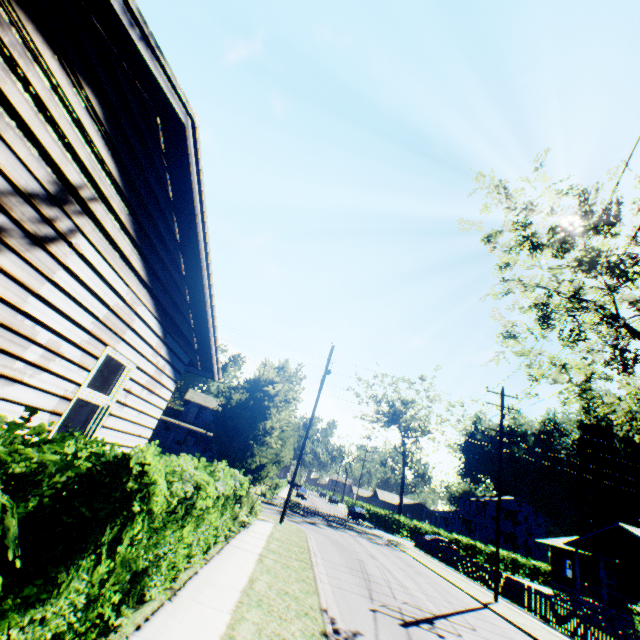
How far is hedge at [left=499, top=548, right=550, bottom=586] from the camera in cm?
4181

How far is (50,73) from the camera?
3.2 meters

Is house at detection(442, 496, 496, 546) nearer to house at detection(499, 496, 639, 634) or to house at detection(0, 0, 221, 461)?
house at detection(499, 496, 639, 634)

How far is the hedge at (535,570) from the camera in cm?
4181

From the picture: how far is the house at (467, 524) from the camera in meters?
53.8 m

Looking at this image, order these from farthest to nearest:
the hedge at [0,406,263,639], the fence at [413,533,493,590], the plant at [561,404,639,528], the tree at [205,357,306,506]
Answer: the plant at [561,404,639,528] → the fence at [413,533,493,590] → the tree at [205,357,306,506] → the hedge at [0,406,263,639]

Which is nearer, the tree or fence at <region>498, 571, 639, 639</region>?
the tree

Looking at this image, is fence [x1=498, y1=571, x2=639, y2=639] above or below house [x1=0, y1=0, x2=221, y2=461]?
below
